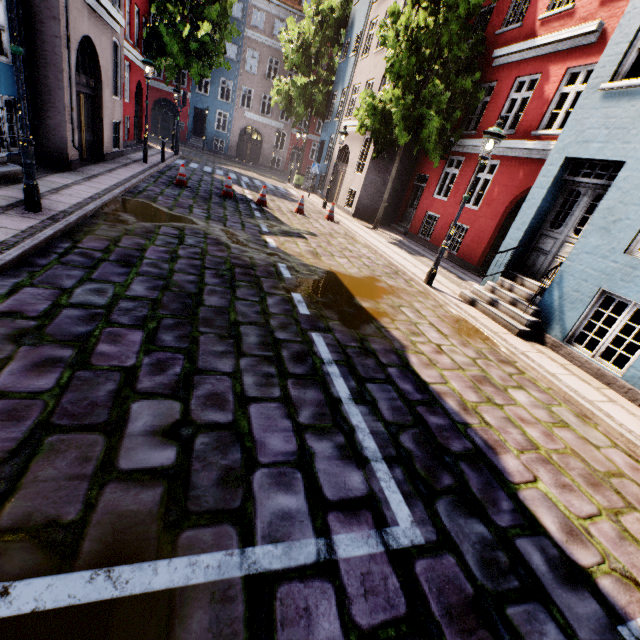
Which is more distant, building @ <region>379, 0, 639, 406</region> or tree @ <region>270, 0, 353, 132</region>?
tree @ <region>270, 0, 353, 132</region>

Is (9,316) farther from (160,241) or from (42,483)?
(160,241)

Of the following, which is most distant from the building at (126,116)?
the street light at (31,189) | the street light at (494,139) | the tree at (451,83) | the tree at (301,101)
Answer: the tree at (301,101)

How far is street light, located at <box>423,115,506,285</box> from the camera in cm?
680

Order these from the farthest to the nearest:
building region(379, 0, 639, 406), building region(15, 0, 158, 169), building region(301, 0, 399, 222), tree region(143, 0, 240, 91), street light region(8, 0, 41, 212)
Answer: tree region(143, 0, 240, 91), building region(301, 0, 399, 222), building region(15, 0, 158, 169), building region(379, 0, 639, 406), street light region(8, 0, 41, 212)

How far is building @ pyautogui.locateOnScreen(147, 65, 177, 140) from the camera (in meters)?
29.17

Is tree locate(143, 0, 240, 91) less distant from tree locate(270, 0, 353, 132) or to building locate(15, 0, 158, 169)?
building locate(15, 0, 158, 169)

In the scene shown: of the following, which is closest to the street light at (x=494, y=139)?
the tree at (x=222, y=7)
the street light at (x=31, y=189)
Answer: the street light at (x=31, y=189)
